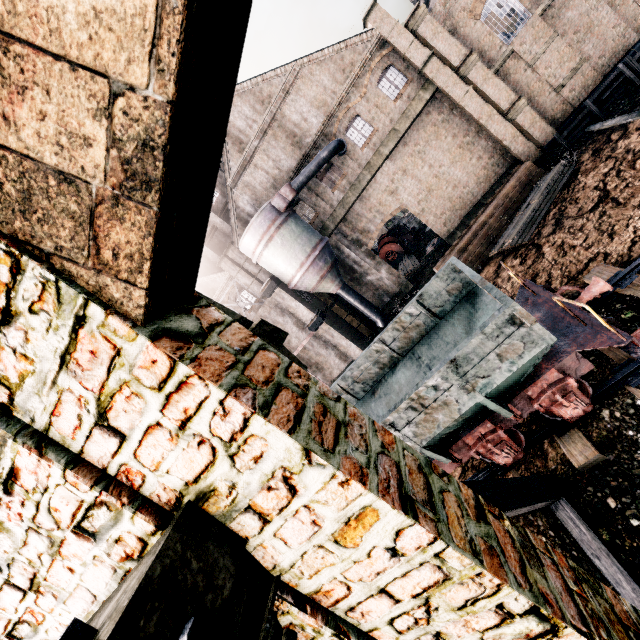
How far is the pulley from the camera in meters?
36.1

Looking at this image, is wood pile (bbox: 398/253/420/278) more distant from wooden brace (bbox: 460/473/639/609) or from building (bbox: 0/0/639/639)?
wooden brace (bbox: 460/473/639/609)

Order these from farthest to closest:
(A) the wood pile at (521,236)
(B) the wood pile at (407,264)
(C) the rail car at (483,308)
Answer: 1. (B) the wood pile at (407,264)
2. (A) the wood pile at (521,236)
3. (C) the rail car at (483,308)

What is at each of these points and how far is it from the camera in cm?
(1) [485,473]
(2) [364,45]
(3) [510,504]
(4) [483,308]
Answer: (1) railway, 925
(2) building, 2228
(3) wooden brace, 509
(4) rail car, 1006

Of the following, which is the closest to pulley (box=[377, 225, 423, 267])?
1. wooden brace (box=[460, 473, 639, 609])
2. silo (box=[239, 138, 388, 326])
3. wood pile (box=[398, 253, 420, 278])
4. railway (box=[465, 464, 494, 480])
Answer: wood pile (box=[398, 253, 420, 278])

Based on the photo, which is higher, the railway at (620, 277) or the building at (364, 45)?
the building at (364, 45)

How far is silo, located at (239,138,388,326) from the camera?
22.92m

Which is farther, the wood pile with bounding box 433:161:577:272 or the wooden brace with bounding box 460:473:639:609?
the wood pile with bounding box 433:161:577:272
